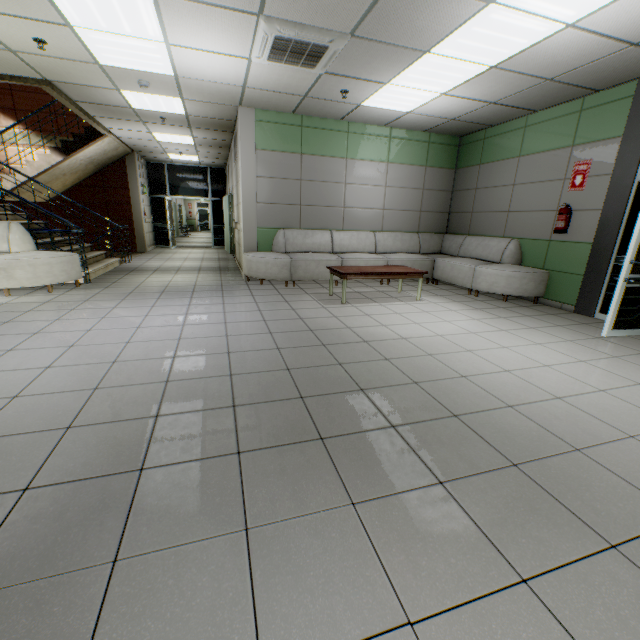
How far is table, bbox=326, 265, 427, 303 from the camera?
Result: 5.2m

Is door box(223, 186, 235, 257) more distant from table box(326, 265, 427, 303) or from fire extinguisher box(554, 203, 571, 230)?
fire extinguisher box(554, 203, 571, 230)

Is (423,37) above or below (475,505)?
above

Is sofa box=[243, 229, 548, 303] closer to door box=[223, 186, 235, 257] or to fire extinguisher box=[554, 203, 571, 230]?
fire extinguisher box=[554, 203, 571, 230]

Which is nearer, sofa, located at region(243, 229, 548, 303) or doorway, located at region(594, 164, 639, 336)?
doorway, located at region(594, 164, 639, 336)

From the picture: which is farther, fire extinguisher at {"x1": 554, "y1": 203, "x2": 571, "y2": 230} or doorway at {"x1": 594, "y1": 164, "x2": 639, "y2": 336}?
fire extinguisher at {"x1": 554, "y1": 203, "x2": 571, "y2": 230}

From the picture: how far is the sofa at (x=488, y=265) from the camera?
5.8m

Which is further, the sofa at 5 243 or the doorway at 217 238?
the doorway at 217 238
